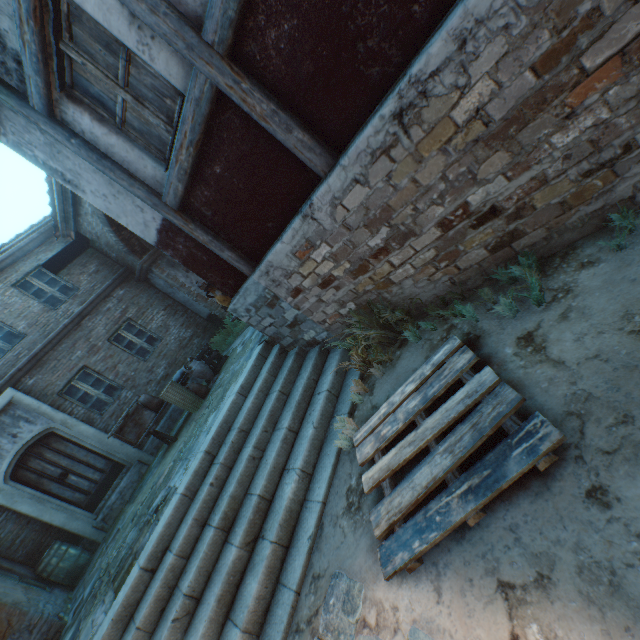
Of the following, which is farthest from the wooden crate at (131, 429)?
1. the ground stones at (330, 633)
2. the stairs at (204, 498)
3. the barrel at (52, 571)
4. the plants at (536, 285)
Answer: the plants at (536, 285)

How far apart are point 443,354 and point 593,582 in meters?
1.9 m

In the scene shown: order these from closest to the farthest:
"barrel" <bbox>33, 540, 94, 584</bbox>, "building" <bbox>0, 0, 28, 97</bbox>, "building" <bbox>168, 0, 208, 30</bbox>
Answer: "building" <bbox>168, 0, 208, 30</bbox>
"building" <bbox>0, 0, 28, 97</bbox>
"barrel" <bbox>33, 540, 94, 584</bbox>

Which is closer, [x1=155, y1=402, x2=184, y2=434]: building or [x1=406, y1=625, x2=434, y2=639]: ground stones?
[x1=406, y1=625, x2=434, y2=639]: ground stones

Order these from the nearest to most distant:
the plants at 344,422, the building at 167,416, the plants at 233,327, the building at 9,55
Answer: the building at 9,55 < the plants at 344,422 < the building at 167,416 < the plants at 233,327

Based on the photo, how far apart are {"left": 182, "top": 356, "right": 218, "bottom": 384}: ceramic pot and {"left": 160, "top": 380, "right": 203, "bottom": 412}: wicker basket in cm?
36

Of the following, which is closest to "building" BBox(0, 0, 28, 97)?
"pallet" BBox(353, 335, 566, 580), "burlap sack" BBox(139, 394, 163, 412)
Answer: "pallet" BBox(353, 335, 566, 580)

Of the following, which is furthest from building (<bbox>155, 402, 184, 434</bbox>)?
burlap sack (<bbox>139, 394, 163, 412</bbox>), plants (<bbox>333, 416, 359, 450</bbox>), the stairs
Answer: burlap sack (<bbox>139, 394, 163, 412</bbox>)
